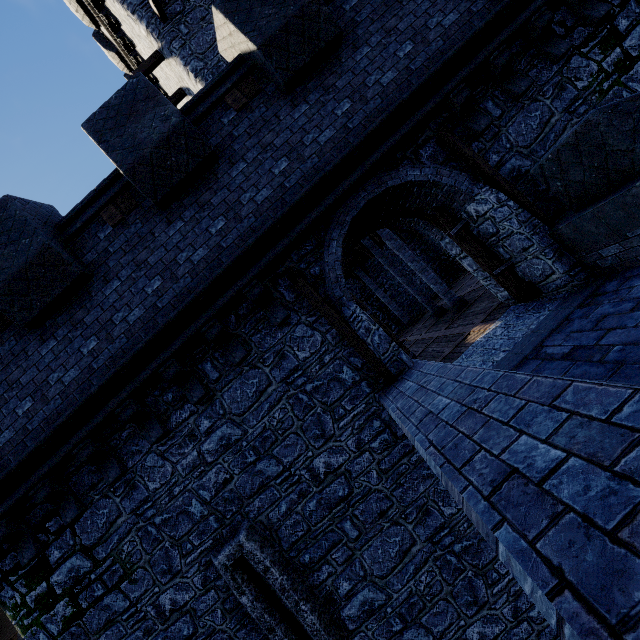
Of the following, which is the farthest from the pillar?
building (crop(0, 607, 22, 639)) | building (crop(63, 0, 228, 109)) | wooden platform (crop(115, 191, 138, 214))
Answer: building (crop(0, 607, 22, 639))

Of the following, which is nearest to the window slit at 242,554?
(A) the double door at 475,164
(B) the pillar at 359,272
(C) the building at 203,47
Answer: (A) the double door at 475,164

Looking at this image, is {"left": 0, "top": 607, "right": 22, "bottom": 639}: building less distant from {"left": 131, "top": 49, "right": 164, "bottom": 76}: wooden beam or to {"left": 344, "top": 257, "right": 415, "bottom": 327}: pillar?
{"left": 344, "top": 257, "right": 415, "bottom": 327}: pillar

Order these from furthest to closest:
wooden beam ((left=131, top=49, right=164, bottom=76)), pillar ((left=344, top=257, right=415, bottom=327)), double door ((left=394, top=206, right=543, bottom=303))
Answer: pillar ((left=344, top=257, right=415, bottom=327))
wooden beam ((left=131, top=49, right=164, bottom=76))
double door ((left=394, top=206, right=543, bottom=303))

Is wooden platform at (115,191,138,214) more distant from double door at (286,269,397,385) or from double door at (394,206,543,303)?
double door at (394,206,543,303)

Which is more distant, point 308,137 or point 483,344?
point 483,344

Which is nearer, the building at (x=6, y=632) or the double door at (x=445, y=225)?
the double door at (x=445, y=225)

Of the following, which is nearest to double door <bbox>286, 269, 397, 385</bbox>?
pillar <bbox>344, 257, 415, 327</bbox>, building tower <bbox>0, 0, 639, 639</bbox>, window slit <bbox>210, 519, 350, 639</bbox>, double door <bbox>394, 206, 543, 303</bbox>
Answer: building tower <bbox>0, 0, 639, 639</bbox>
